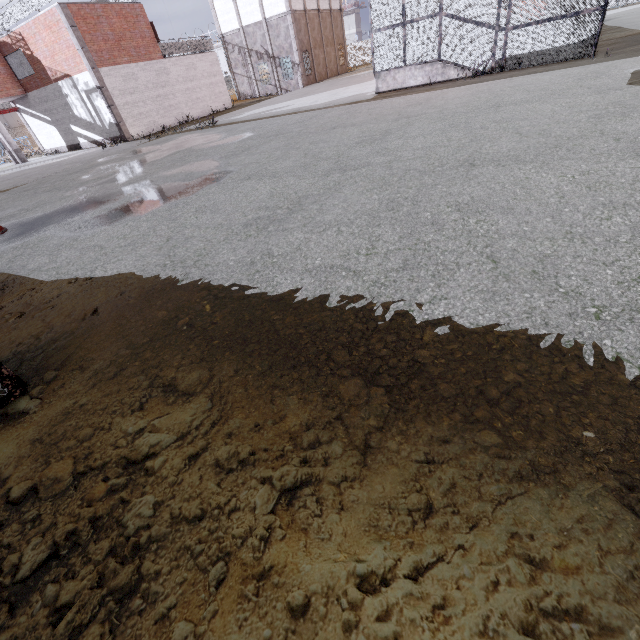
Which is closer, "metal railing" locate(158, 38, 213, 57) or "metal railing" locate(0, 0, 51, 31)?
"metal railing" locate(0, 0, 51, 31)

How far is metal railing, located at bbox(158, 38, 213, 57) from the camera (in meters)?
24.22

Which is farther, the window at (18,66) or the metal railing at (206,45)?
the metal railing at (206,45)

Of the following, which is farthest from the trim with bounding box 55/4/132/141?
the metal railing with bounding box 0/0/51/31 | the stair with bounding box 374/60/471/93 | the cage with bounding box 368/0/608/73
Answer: the stair with bounding box 374/60/471/93

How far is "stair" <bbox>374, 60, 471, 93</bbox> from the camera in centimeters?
1399cm

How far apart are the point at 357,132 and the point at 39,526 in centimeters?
1011cm

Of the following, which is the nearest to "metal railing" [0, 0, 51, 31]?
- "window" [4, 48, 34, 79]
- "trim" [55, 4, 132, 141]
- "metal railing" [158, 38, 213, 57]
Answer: "trim" [55, 4, 132, 141]

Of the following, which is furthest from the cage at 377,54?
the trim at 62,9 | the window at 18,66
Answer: the trim at 62,9
